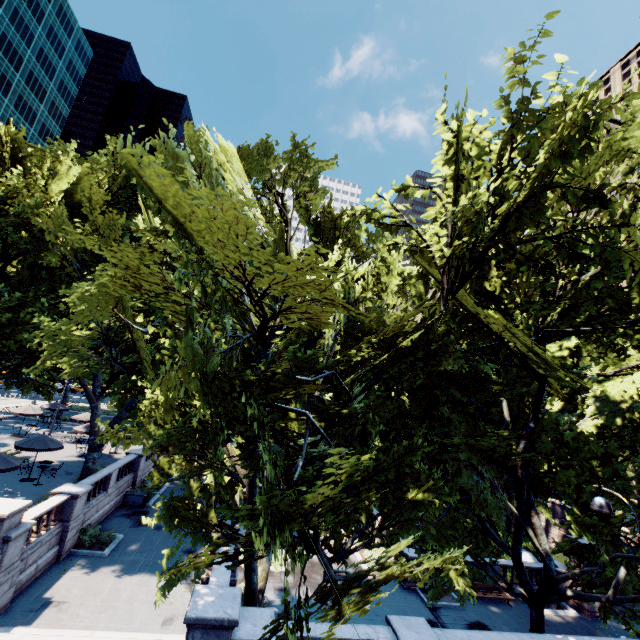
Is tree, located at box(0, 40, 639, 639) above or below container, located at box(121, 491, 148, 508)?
above

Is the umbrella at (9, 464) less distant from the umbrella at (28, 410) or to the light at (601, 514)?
the light at (601, 514)

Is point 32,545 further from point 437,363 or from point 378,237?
point 378,237

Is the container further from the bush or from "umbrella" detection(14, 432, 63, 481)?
"umbrella" detection(14, 432, 63, 481)

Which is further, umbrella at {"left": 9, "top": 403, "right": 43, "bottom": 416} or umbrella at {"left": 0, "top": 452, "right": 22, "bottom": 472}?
umbrella at {"left": 9, "top": 403, "right": 43, "bottom": 416}

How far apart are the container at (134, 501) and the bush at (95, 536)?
4.65m

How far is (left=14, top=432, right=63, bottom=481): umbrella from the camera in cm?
2125

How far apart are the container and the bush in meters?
4.7
